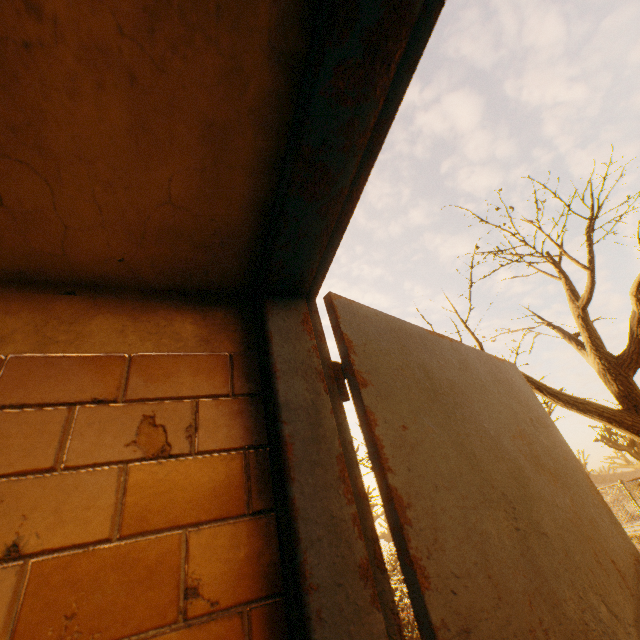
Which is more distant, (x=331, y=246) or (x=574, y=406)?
(x=574, y=406)

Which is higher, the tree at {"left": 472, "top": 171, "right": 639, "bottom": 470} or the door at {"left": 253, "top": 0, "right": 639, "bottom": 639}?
the tree at {"left": 472, "top": 171, "right": 639, "bottom": 470}

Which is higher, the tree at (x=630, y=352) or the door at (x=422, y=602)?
the tree at (x=630, y=352)

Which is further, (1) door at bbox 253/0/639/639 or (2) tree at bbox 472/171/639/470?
(2) tree at bbox 472/171/639/470

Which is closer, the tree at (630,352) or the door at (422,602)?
the door at (422,602)
